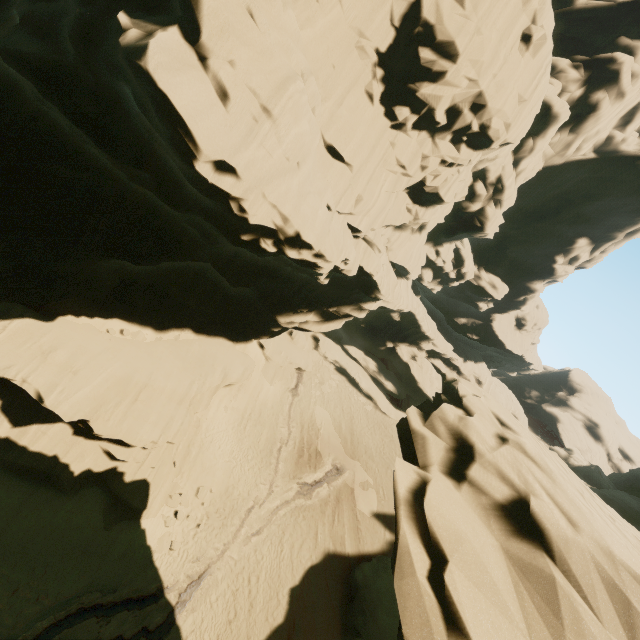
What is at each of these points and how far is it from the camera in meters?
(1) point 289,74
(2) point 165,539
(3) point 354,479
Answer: (1) rock, 8.5
(2) rock, 17.4
(3) rock, 26.8

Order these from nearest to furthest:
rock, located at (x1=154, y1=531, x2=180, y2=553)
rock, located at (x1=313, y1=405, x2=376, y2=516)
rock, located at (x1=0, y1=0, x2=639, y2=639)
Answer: rock, located at (x1=0, y1=0, x2=639, y2=639), rock, located at (x1=154, y1=531, x2=180, y2=553), rock, located at (x1=313, y1=405, x2=376, y2=516)

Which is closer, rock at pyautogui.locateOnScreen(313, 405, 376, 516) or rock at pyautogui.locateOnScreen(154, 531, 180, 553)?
rock at pyautogui.locateOnScreen(154, 531, 180, 553)

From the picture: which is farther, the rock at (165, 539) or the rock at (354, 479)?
the rock at (354, 479)

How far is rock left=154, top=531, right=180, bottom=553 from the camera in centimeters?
1688cm

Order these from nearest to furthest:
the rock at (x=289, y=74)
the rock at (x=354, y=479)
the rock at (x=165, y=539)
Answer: the rock at (x=289, y=74)
the rock at (x=165, y=539)
the rock at (x=354, y=479)
